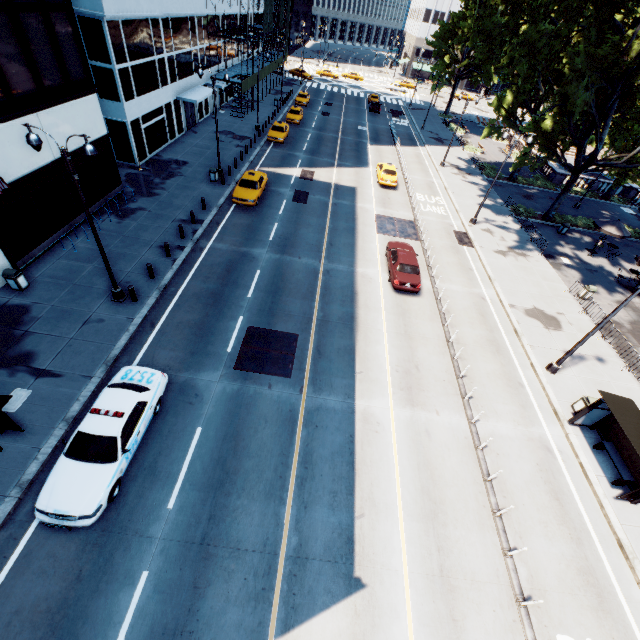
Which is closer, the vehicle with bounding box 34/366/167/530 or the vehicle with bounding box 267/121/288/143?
the vehicle with bounding box 34/366/167/530

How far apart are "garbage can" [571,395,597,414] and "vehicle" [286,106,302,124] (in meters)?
42.12

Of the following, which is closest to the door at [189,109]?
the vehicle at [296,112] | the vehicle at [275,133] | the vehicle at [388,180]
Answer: the vehicle at [275,133]

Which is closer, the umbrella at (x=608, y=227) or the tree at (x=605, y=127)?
the tree at (x=605, y=127)

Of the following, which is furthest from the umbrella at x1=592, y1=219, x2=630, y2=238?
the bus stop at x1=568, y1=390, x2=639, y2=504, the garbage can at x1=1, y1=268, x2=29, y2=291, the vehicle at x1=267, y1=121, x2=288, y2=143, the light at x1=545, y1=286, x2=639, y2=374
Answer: the garbage can at x1=1, y1=268, x2=29, y2=291

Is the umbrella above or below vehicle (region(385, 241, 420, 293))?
above

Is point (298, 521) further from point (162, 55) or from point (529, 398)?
point (162, 55)

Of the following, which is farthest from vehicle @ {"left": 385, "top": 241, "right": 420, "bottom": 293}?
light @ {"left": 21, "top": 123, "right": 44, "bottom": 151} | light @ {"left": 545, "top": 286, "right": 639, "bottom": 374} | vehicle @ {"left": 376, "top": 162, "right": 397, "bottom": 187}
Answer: light @ {"left": 21, "top": 123, "right": 44, "bottom": 151}
